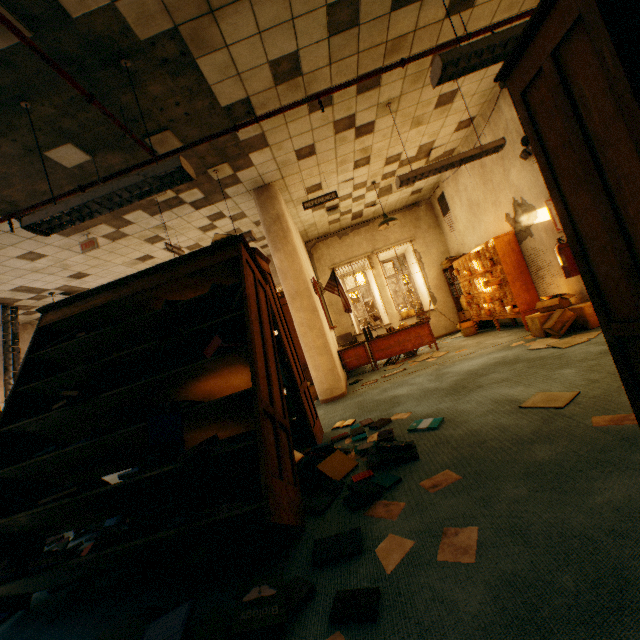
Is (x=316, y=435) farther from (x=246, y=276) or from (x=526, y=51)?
(x=526, y=51)

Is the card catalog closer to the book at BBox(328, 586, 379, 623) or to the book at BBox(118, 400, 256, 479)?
the book at BBox(118, 400, 256, 479)

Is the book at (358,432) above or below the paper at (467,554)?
above

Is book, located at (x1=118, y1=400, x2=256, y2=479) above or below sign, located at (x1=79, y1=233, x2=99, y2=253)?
below

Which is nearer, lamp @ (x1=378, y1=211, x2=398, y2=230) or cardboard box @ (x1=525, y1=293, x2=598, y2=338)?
cardboard box @ (x1=525, y1=293, x2=598, y2=338)

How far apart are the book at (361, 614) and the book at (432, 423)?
1.7 meters

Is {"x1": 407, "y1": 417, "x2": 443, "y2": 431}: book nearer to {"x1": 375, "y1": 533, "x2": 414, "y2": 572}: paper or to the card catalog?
{"x1": 375, "y1": 533, "x2": 414, "y2": 572}: paper

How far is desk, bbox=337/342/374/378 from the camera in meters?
7.3 m
